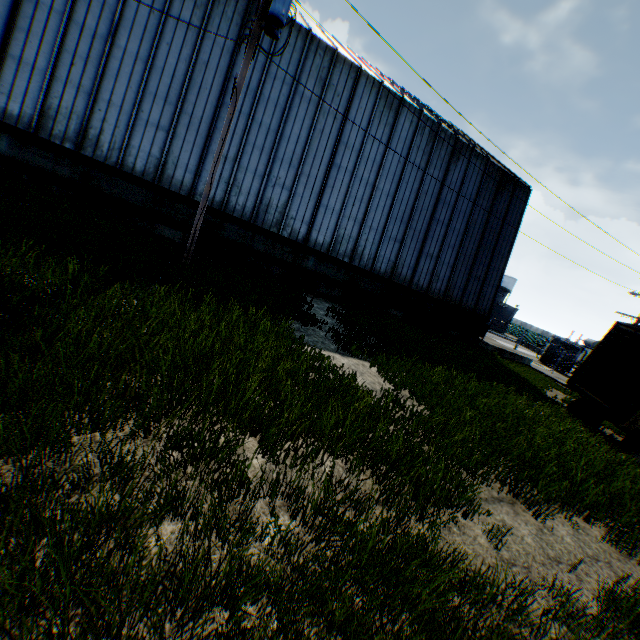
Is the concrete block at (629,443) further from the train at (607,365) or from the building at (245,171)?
the building at (245,171)

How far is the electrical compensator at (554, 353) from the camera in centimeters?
2922cm

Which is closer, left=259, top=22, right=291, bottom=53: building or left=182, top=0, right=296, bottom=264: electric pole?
left=182, top=0, right=296, bottom=264: electric pole

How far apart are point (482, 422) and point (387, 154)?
15.5m

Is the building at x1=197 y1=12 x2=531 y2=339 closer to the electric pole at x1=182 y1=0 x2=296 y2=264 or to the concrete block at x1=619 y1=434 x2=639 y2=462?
the electric pole at x1=182 y1=0 x2=296 y2=264

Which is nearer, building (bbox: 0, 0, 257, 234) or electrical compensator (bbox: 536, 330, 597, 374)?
building (bbox: 0, 0, 257, 234)

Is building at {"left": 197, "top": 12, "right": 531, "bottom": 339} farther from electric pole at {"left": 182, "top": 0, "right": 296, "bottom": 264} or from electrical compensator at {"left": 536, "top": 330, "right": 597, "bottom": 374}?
electrical compensator at {"left": 536, "top": 330, "right": 597, "bottom": 374}

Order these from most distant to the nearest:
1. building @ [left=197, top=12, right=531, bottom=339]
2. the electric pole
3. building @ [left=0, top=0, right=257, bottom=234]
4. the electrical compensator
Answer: the electrical compensator < building @ [left=197, top=12, right=531, bottom=339] < building @ [left=0, top=0, right=257, bottom=234] < the electric pole
